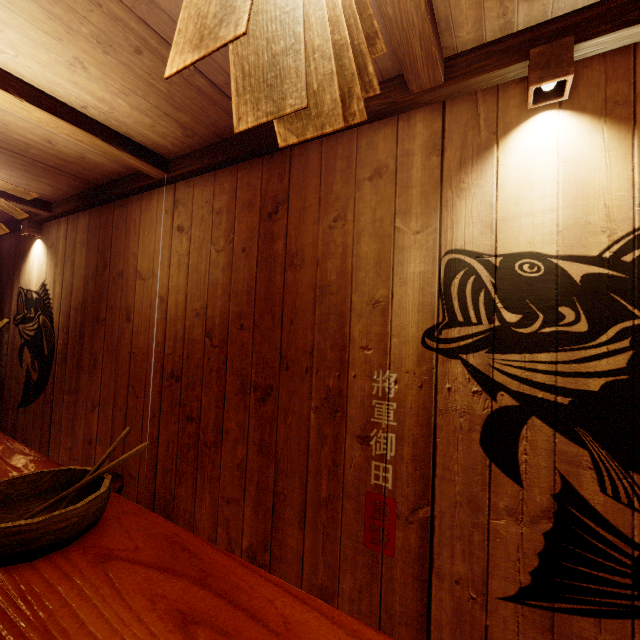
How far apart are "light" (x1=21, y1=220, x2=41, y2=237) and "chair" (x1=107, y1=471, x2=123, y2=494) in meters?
5.6

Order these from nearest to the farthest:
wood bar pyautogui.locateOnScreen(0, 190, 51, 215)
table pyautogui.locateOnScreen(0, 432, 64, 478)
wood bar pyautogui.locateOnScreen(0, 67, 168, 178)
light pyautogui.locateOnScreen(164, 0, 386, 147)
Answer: light pyautogui.locateOnScreen(164, 0, 386, 147)
table pyautogui.locateOnScreen(0, 432, 64, 478)
wood bar pyautogui.locateOnScreen(0, 67, 168, 178)
wood bar pyautogui.locateOnScreen(0, 190, 51, 215)

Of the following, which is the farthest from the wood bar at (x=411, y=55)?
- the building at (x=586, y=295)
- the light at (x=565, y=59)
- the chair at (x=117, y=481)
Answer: the chair at (x=117, y=481)

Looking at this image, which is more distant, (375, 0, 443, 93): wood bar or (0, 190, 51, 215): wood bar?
(0, 190, 51, 215): wood bar

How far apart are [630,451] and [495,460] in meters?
0.8 m

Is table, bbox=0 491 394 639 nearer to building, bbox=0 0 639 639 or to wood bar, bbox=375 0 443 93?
building, bbox=0 0 639 639

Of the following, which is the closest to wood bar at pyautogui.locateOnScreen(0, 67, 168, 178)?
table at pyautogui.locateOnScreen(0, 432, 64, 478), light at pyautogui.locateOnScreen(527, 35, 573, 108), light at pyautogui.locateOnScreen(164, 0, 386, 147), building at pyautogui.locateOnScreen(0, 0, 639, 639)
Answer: building at pyautogui.locateOnScreen(0, 0, 639, 639)

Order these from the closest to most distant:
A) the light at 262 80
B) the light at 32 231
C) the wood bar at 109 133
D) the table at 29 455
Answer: the light at 262 80 < the table at 29 455 < the wood bar at 109 133 < the light at 32 231
